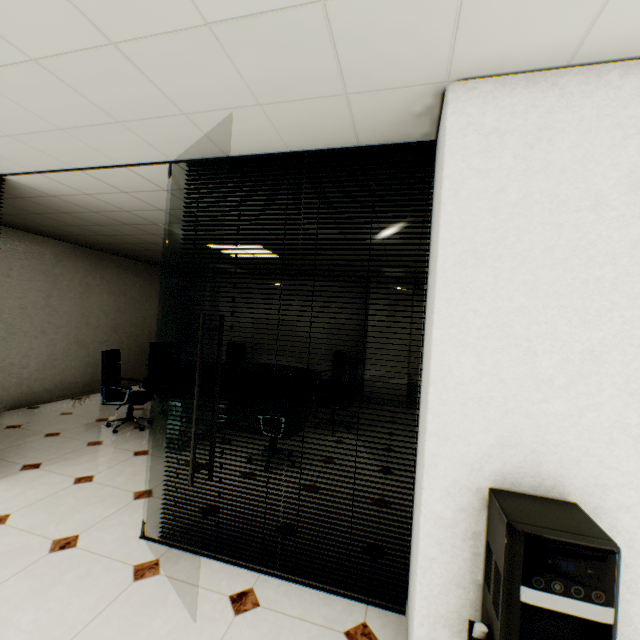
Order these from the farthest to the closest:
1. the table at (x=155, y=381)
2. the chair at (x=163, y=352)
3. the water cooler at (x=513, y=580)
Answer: the chair at (x=163, y=352)
the table at (x=155, y=381)
the water cooler at (x=513, y=580)

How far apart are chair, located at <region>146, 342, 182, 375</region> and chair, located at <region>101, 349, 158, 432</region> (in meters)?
1.15

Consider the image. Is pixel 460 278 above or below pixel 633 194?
below

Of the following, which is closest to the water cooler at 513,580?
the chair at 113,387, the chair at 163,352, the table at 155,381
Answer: the table at 155,381

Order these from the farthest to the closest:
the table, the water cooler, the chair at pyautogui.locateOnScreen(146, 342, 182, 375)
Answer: the chair at pyautogui.locateOnScreen(146, 342, 182, 375) → the table → the water cooler

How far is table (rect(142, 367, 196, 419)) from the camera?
4.2 meters

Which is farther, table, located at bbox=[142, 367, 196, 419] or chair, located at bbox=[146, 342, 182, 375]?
chair, located at bbox=[146, 342, 182, 375]

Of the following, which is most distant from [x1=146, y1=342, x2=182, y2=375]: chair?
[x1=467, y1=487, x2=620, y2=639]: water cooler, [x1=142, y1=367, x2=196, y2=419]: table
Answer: [x1=467, y1=487, x2=620, y2=639]: water cooler
